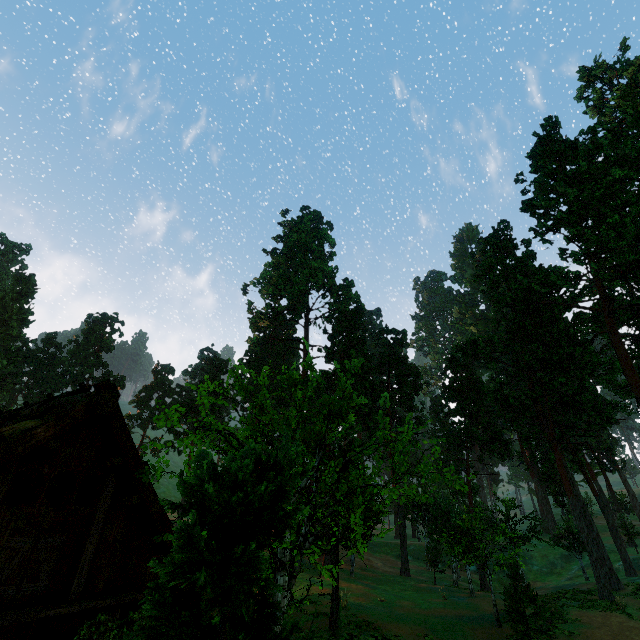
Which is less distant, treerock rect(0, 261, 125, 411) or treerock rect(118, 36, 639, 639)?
treerock rect(118, 36, 639, 639)

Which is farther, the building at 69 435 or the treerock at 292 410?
the building at 69 435

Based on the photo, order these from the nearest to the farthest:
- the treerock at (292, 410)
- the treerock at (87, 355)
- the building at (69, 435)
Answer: the treerock at (292, 410)
the building at (69, 435)
the treerock at (87, 355)

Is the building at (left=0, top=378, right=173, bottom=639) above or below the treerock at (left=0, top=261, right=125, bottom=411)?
below

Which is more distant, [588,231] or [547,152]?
[547,152]

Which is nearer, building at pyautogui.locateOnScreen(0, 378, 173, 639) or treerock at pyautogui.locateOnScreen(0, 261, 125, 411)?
building at pyautogui.locateOnScreen(0, 378, 173, 639)

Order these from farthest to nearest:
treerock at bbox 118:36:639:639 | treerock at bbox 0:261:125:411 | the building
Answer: treerock at bbox 0:261:125:411 → the building → treerock at bbox 118:36:639:639
